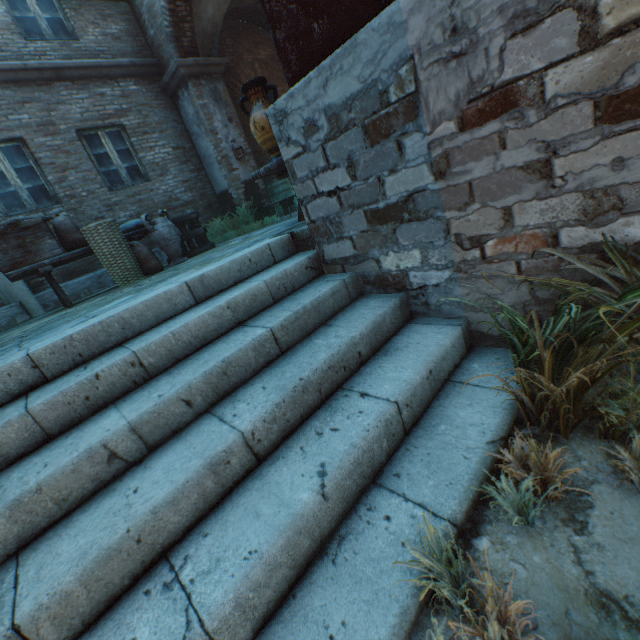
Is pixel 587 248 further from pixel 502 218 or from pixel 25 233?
pixel 25 233

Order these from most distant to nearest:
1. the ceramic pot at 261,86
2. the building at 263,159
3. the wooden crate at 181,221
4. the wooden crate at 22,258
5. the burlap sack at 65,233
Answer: the building at 263,159 < the wooden crate at 181,221 < the burlap sack at 65,233 < the wooden crate at 22,258 < the ceramic pot at 261,86

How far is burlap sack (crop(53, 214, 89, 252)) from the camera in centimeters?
496cm

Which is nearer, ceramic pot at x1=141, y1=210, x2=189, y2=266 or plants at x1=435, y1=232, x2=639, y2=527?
plants at x1=435, y1=232, x2=639, y2=527

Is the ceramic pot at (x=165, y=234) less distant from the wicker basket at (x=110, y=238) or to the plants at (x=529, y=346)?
the wicker basket at (x=110, y=238)

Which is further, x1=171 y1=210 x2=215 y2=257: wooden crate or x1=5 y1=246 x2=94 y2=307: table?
x1=171 y1=210 x2=215 y2=257: wooden crate

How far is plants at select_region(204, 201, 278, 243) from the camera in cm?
787

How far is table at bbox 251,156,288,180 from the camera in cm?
334
